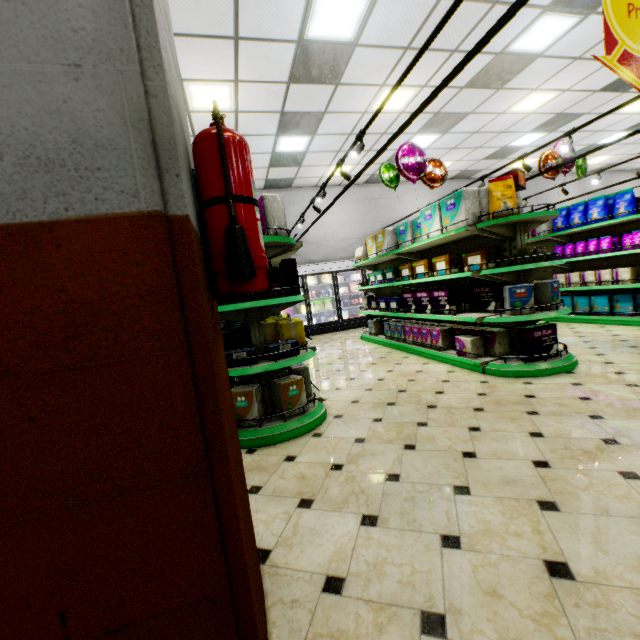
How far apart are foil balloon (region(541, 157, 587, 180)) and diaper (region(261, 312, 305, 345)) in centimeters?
625cm

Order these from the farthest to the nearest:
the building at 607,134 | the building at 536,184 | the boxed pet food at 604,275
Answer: the building at 536,184
the building at 607,134
the boxed pet food at 604,275

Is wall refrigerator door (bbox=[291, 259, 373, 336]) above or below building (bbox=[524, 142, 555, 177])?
below

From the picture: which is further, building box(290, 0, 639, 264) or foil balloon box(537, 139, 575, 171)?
foil balloon box(537, 139, 575, 171)

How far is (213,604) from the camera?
0.8 meters

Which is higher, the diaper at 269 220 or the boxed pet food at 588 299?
the diaper at 269 220

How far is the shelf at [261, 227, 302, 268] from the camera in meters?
3.0

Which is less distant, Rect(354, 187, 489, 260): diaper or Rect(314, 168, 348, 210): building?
Rect(354, 187, 489, 260): diaper
